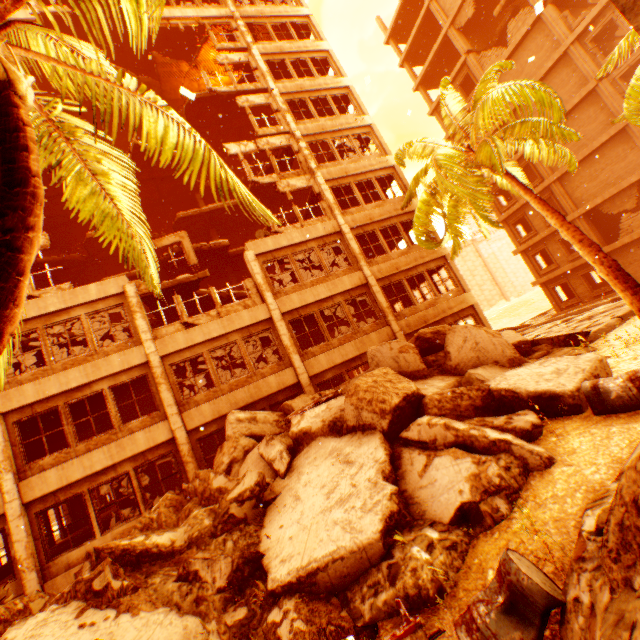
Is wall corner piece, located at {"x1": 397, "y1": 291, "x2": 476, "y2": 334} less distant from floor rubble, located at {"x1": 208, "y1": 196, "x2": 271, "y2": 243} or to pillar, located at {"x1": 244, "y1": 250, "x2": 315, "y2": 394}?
pillar, located at {"x1": 244, "y1": 250, "x2": 315, "y2": 394}

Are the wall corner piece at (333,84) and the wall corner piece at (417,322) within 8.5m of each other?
no

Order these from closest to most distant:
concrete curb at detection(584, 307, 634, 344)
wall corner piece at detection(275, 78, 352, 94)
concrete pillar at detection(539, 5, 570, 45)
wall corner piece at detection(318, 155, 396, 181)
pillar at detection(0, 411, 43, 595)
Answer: pillar at detection(0, 411, 43, 595) < concrete curb at detection(584, 307, 634, 344) < wall corner piece at detection(318, 155, 396, 181) < wall corner piece at detection(275, 78, 352, 94) < concrete pillar at detection(539, 5, 570, 45)

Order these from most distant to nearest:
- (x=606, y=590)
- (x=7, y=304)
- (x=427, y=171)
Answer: (x=427, y=171)
(x=606, y=590)
(x=7, y=304)

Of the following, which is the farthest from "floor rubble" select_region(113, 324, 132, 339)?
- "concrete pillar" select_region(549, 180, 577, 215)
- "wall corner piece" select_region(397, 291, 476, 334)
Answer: "concrete pillar" select_region(549, 180, 577, 215)

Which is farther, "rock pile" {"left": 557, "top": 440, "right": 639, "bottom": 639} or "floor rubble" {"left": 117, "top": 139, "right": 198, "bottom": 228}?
"floor rubble" {"left": 117, "top": 139, "right": 198, "bottom": 228}

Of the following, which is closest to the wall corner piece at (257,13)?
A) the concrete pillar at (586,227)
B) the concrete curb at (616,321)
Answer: the concrete pillar at (586,227)

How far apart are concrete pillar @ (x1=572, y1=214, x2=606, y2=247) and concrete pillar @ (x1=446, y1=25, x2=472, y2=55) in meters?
15.8 m
